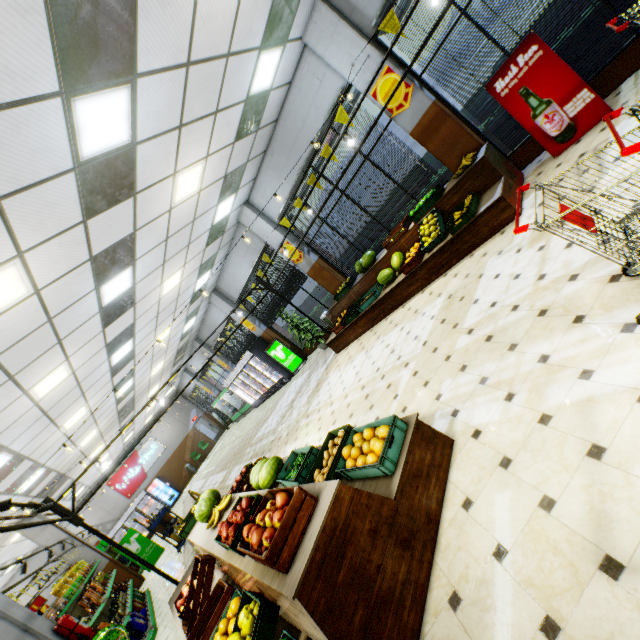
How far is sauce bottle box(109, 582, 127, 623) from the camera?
7.1m

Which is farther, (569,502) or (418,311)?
(418,311)

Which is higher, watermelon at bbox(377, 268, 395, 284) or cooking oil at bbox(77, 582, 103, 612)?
cooking oil at bbox(77, 582, 103, 612)

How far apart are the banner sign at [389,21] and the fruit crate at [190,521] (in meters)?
9.14

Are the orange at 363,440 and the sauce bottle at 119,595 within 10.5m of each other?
yes

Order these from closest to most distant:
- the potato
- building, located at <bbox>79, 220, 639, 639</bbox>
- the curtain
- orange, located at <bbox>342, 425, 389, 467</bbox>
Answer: building, located at <bbox>79, 220, 639, 639</bbox>, orange, located at <bbox>342, 425, 389, 467</bbox>, the potato, the curtain

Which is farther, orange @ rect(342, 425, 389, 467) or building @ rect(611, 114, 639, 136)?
building @ rect(611, 114, 639, 136)

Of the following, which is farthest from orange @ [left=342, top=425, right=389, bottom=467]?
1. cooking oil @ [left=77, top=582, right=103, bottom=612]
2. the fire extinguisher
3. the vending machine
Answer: the vending machine
